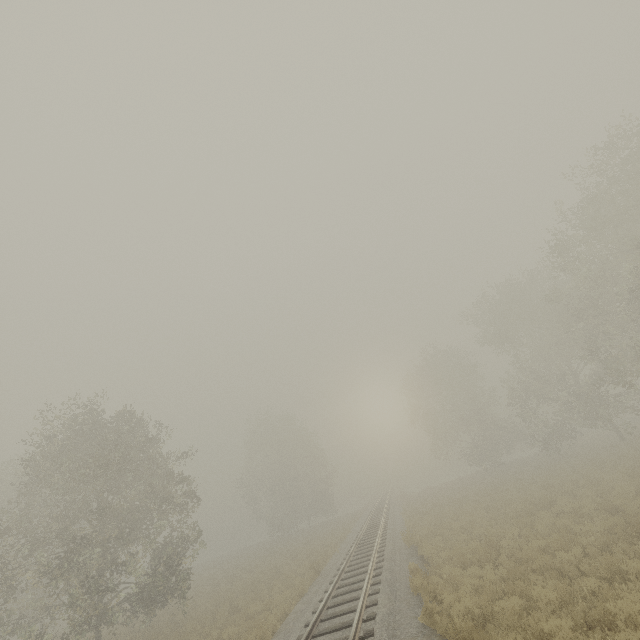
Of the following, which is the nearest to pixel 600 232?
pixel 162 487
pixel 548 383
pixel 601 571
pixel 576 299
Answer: pixel 576 299
